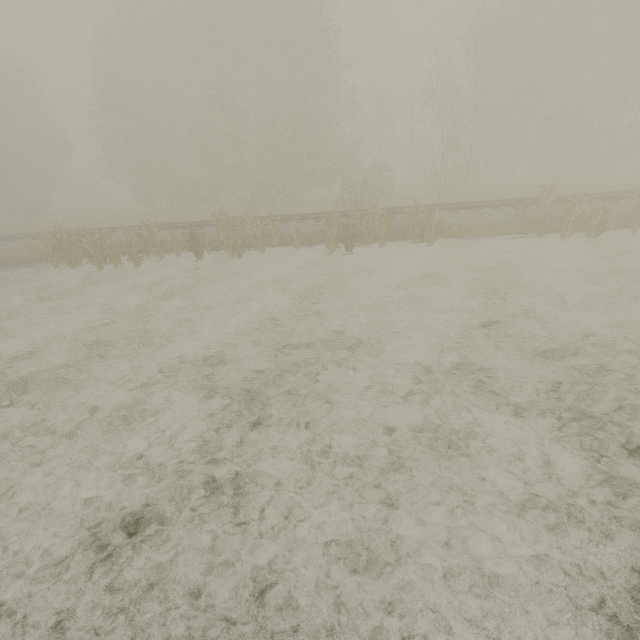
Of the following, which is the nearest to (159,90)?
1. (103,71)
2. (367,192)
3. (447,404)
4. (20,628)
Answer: (103,71)
